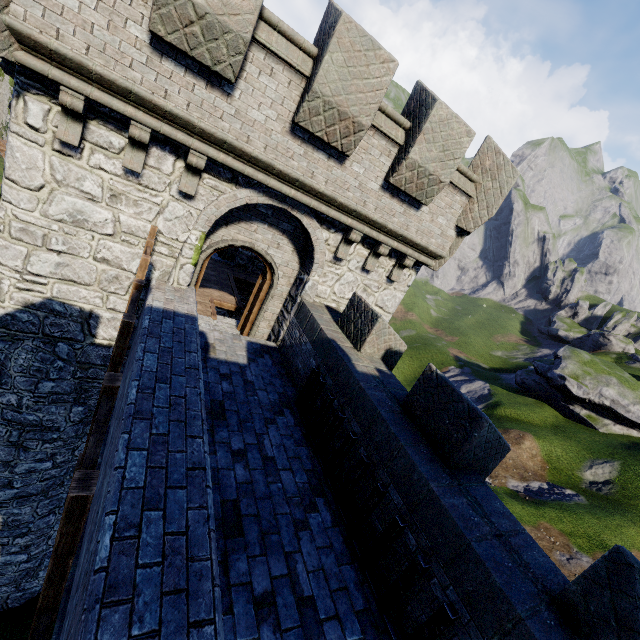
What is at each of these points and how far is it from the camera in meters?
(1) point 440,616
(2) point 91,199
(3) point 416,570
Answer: (1) gate, 3.5
(2) building, 6.2
(3) gate, 3.9

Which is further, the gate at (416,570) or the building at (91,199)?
the gate at (416,570)

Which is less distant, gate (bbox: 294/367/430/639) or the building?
the building

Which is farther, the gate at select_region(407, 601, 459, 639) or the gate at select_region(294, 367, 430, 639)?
the gate at select_region(294, 367, 430, 639)

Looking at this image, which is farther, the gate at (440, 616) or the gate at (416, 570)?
the gate at (416, 570)
